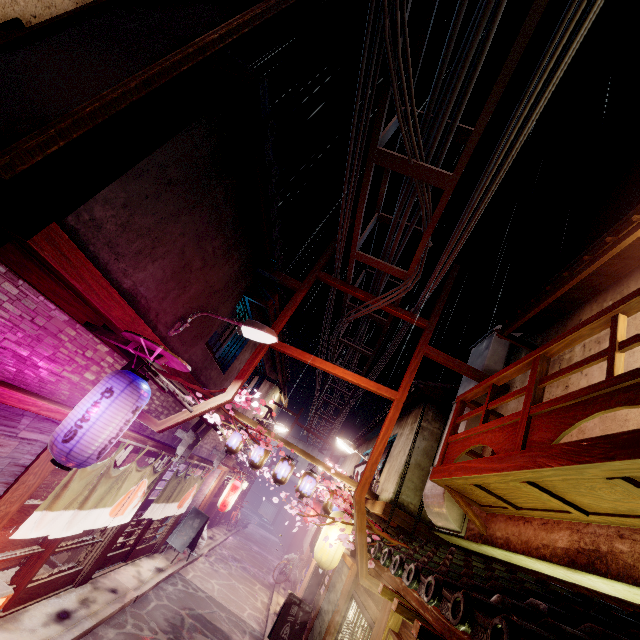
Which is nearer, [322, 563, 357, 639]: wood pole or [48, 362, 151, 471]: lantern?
[48, 362, 151, 471]: lantern

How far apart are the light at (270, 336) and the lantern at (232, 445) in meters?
8.2

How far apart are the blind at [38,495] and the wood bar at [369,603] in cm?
929

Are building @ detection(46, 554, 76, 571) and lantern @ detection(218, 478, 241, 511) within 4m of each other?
no

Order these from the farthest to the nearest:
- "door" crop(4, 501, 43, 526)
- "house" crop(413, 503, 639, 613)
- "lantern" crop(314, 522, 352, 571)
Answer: "lantern" crop(314, 522, 352, 571), "door" crop(4, 501, 43, 526), "house" crop(413, 503, 639, 613)

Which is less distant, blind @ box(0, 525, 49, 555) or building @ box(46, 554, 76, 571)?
blind @ box(0, 525, 49, 555)

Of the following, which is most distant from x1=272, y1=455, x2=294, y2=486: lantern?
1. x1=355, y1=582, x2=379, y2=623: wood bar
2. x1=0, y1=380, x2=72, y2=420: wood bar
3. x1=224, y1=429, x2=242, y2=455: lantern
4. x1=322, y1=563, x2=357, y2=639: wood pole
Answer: x1=0, y1=380, x2=72, y2=420: wood bar

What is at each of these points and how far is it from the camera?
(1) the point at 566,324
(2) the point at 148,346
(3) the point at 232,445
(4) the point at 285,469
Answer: (1) house, 10.2m
(2) wood support, 7.4m
(3) lantern, 16.4m
(4) lantern, 16.0m
